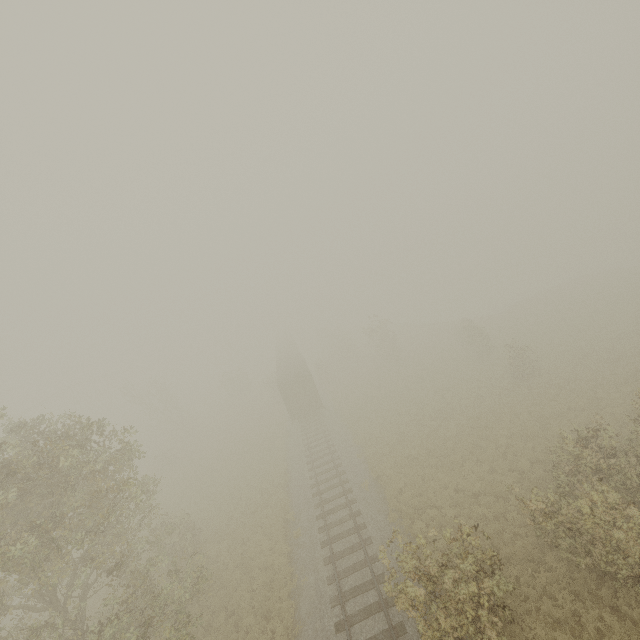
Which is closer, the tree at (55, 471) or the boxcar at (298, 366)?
the tree at (55, 471)

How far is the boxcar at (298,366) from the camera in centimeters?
3048cm

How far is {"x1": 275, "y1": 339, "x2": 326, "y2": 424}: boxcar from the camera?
30.5 meters

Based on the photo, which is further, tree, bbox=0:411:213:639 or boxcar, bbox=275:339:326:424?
boxcar, bbox=275:339:326:424

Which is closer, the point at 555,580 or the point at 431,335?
the point at 555,580
